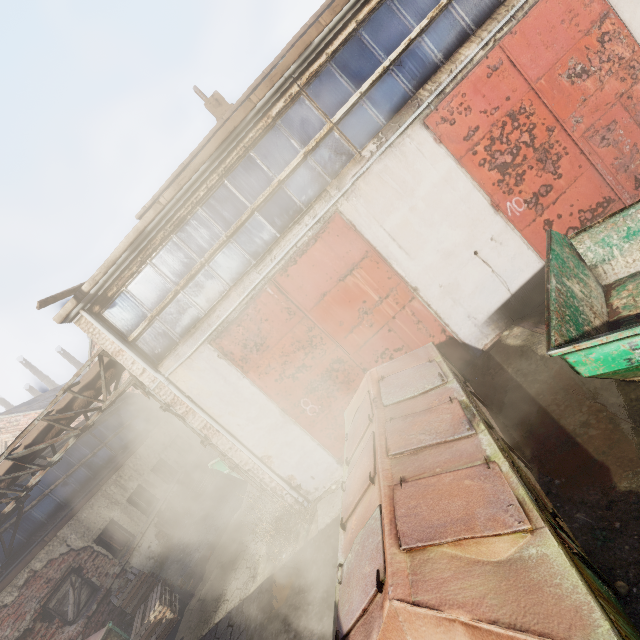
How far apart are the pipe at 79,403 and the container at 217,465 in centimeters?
442cm

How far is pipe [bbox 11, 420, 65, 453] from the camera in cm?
805

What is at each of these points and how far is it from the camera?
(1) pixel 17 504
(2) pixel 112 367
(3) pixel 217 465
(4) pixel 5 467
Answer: (1) scaffolding, 9.1 meters
(2) pipe, 7.8 meters
(3) container, 12.1 meters
(4) pipe, 8.2 meters

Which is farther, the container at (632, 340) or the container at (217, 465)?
the container at (217, 465)

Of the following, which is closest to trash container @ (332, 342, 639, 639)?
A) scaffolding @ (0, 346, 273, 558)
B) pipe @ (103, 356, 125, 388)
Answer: scaffolding @ (0, 346, 273, 558)

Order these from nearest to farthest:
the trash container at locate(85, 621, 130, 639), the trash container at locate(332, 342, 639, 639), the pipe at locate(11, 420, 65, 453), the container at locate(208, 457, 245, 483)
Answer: the trash container at locate(332, 342, 639, 639) < the trash container at locate(85, 621, 130, 639) < the pipe at locate(11, 420, 65, 453) < the container at locate(208, 457, 245, 483)

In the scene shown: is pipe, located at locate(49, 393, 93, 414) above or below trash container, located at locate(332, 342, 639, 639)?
above
